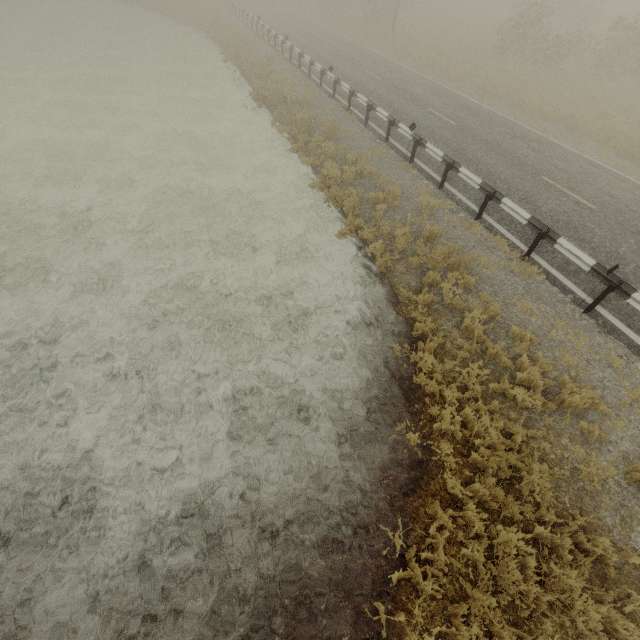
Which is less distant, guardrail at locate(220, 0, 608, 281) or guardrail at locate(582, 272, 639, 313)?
guardrail at locate(582, 272, 639, 313)

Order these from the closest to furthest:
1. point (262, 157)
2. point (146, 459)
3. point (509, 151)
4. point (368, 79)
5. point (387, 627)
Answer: point (387, 627) < point (146, 459) < point (509, 151) < point (262, 157) < point (368, 79)

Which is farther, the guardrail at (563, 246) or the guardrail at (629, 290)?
the guardrail at (563, 246)
